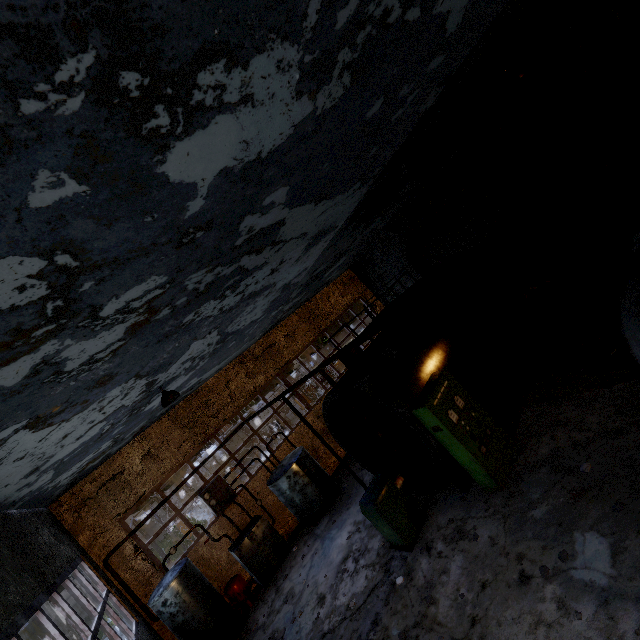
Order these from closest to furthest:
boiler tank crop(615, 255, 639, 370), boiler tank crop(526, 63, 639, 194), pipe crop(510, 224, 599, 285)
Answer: boiler tank crop(615, 255, 639, 370) < boiler tank crop(526, 63, 639, 194) < pipe crop(510, 224, 599, 285)

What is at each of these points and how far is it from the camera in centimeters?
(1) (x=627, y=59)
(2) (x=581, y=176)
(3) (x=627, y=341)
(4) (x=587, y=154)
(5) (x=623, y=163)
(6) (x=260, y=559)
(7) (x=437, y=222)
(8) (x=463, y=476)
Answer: (1) pipe, 743cm
(2) pipe, 316cm
(3) boiler tank, 403cm
(4) boiler tank, 716cm
(5) boiler tank, 704cm
(6) boiler group, 1111cm
(7) pipe, 1511cm
(8) boiler tank, 775cm

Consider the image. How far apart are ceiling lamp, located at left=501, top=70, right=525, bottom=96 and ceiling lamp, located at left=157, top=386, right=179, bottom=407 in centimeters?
1183cm

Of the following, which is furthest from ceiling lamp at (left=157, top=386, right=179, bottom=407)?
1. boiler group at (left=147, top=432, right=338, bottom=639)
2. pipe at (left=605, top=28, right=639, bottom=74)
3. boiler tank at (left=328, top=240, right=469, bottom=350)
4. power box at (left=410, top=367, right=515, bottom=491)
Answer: pipe at (left=605, top=28, right=639, bottom=74)

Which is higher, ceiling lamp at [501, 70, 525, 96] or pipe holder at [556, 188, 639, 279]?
ceiling lamp at [501, 70, 525, 96]

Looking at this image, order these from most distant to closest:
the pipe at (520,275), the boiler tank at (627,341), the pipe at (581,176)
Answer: the pipe at (520,275) < the boiler tank at (627,341) < the pipe at (581,176)

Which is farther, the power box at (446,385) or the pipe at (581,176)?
the power box at (446,385)

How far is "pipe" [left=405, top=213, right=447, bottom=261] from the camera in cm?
1331
